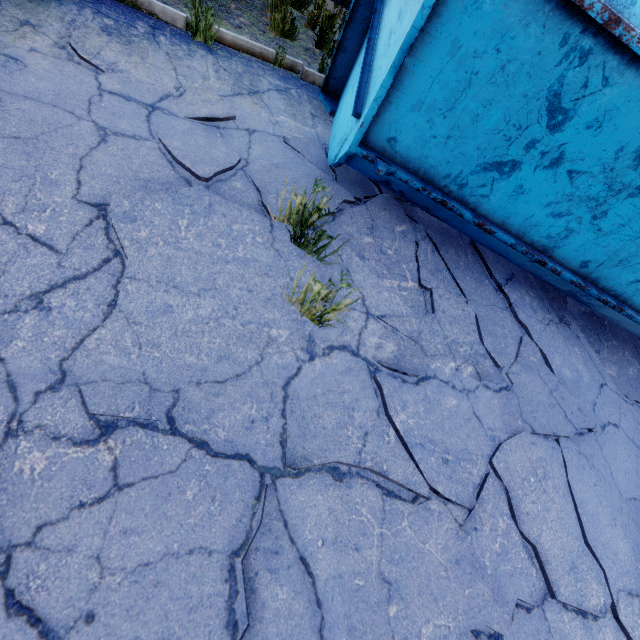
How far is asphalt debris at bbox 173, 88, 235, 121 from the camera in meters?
3.1

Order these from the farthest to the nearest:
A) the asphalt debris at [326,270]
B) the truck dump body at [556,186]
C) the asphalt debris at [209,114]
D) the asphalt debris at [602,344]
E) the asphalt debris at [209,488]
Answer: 1. the asphalt debris at [602,344]
2. the asphalt debris at [209,114]
3. the asphalt debris at [326,270]
4. the truck dump body at [556,186]
5. the asphalt debris at [209,488]

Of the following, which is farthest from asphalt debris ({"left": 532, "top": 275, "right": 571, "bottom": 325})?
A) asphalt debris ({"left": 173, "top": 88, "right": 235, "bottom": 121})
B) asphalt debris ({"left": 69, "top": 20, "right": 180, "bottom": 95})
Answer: asphalt debris ({"left": 69, "top": 20, "right": 180, "bottom": 95})

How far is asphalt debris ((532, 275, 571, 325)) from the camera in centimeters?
398cm

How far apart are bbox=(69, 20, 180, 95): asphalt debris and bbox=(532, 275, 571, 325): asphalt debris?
4.1 meters

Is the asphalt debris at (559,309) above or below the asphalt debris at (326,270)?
above

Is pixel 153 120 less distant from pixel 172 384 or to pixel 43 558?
pixel 172 384
